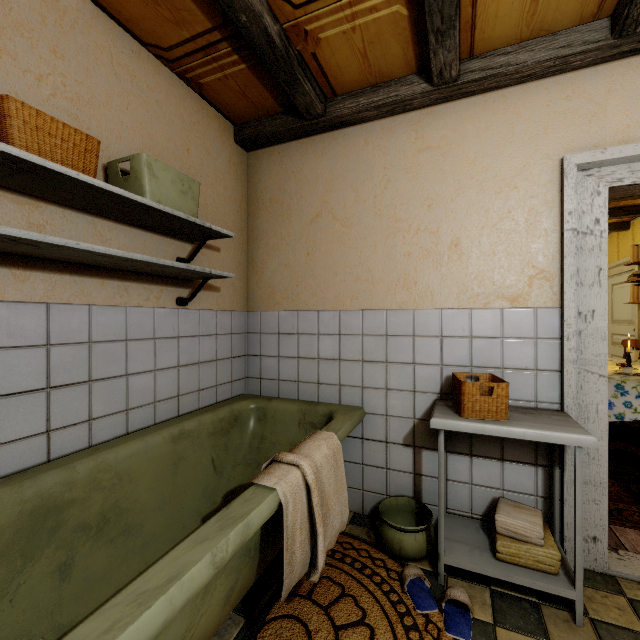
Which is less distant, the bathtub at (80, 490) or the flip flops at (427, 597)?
the bathtub at (80, 490)

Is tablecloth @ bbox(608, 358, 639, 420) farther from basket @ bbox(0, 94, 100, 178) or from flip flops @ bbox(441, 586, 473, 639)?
basket @ bbox(0, 94, 100, 178)

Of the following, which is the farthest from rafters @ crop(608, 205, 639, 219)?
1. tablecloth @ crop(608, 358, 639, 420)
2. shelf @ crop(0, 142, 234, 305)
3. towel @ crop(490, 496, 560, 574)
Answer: towel @ crop(490, 496, 560, 574)

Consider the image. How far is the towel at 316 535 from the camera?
1.17m

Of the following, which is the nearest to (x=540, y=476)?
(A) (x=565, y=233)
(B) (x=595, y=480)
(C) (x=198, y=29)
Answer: (B) (x=595, y=480)

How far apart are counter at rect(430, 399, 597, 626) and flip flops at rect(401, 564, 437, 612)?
0.06m

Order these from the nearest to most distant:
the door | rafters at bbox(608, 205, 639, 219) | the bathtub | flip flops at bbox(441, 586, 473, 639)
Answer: the bathtub < flip flops at bbox(441, 586, 473, 639) < rafters at bbox(608, 205, 639, 219) < the door

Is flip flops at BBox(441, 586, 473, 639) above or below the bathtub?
below
